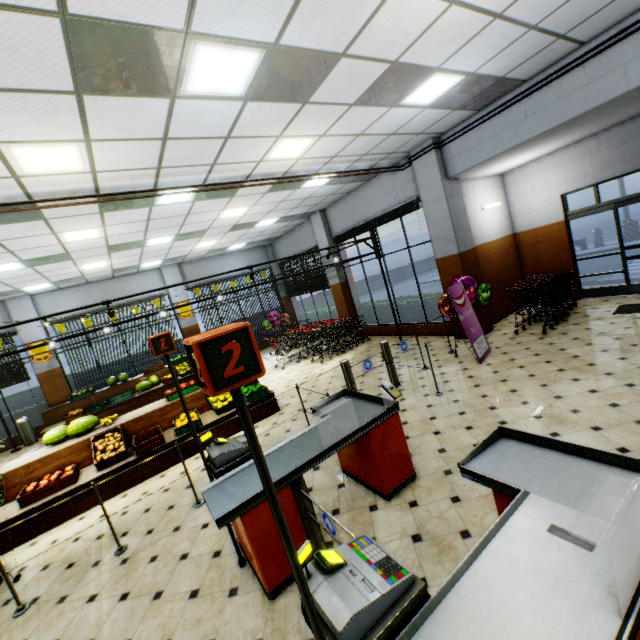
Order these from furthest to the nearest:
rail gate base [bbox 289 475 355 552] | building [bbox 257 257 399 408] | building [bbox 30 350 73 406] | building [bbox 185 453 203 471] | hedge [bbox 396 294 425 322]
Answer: building [bbox 30 350 73 406]
hedge [bbox 396 294 425 322]
building [bbox 257 257 399 408]
building [bbox 185 453 203 471]
rail gate base [bbox 289 475 355 552]

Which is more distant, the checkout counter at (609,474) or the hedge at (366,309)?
the hedge at (366,309)

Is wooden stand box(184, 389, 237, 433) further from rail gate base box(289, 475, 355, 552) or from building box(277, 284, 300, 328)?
rail gate base box(289, 475, 355, 552)

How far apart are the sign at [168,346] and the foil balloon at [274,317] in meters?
12.2

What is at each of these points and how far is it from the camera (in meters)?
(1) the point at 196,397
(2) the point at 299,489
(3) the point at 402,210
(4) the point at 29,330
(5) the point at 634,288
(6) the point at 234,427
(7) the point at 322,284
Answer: (1) wooden stand, 7.23
(2) rail gate base, 3.04
(3) curtain, 8.94
(4) building, 11.36
(5) door, 7.95
(6) wooden stand, 6.74
(7) curtain, 13.41

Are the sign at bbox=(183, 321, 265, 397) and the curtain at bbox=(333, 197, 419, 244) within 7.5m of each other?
no

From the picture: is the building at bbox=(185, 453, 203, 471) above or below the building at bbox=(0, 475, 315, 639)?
above

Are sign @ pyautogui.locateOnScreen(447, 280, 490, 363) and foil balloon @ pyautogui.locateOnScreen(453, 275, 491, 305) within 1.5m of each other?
yes
